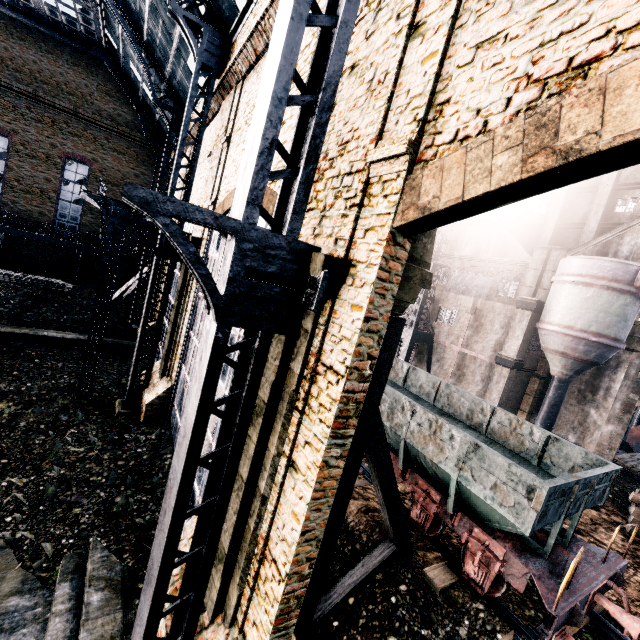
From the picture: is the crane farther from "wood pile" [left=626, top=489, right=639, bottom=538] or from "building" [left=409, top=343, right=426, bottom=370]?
"wood pile" [left=626, top=489, right=639, bottom=538]

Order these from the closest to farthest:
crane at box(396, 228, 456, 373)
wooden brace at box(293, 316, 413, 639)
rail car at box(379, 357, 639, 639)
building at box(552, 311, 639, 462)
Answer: wooden brace at box(293, 316, 413, 639) → rail car at box(379, 357, 639, 639) → building at box(552, 311, 639, 462) → crane at box(396, 228, 456, 373)

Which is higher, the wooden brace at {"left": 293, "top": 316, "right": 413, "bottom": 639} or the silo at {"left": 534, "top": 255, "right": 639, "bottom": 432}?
the silo at {"left": 534, "top": 255, "right": 639, "bottom": 432}

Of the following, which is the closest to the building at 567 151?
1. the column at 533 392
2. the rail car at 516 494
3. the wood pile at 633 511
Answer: the column at 533 392

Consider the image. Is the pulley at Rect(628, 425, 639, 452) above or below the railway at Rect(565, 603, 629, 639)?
above

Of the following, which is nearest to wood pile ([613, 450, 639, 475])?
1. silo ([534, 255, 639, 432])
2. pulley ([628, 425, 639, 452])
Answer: pulley ([628, 425, 639, 452])

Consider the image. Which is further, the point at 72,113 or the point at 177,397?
the point at 72,113

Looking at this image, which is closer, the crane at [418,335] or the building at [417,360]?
the crane at [418,335]
